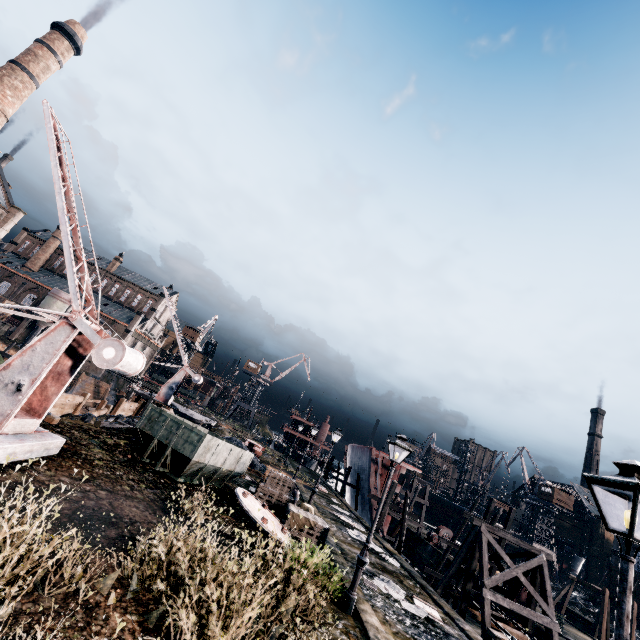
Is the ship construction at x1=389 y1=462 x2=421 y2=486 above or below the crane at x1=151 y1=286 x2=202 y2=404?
above

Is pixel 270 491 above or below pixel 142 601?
above

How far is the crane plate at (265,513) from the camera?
12.77m

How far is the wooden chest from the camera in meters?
15.0

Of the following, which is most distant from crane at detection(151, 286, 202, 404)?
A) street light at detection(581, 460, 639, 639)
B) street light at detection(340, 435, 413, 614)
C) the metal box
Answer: street light at detection(581, 460, 639, 639)

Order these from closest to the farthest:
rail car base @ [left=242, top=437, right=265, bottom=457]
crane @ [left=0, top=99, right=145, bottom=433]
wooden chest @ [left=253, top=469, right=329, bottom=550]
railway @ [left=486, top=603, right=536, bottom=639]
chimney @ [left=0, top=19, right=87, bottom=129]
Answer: crane @ [left=0, top=99, right=145, bottom=433] → wooden chest @ [left=253, top=469, right=329, bottom=550] → railway @ [left=486, top=603, right=536, bottom=639] → rail car base @ [left=242, top=437, right=265, bottom=457] → chimney @ [left=0, top=19, right=87, bottom=129]

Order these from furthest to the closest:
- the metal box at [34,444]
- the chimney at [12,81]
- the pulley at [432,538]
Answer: the chimney at [12,81], the pulley at [432,538], the metal box at [34,444]

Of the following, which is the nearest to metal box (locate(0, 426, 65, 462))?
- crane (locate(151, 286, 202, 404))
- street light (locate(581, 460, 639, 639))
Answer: street light (locate(581, 460, 639, 639))
